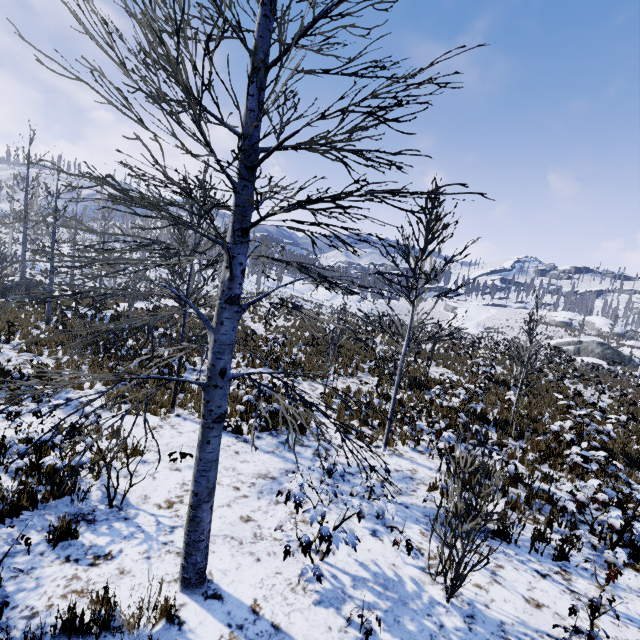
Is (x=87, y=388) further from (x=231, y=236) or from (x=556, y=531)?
(x=556, y=531)

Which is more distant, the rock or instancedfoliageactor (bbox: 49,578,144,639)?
the rock

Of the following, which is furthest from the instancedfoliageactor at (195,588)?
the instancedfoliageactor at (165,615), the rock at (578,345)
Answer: the rock at (578,345)

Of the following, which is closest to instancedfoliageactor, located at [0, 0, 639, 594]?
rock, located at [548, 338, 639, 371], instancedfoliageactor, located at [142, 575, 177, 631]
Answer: instancedfoliageactor, located at [142, 575, 177, 631]

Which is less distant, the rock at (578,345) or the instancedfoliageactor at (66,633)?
the instancedfoliageactor at (66,633)

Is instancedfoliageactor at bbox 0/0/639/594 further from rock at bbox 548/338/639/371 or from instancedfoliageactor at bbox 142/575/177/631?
rock at bbox 548/338/639/371
